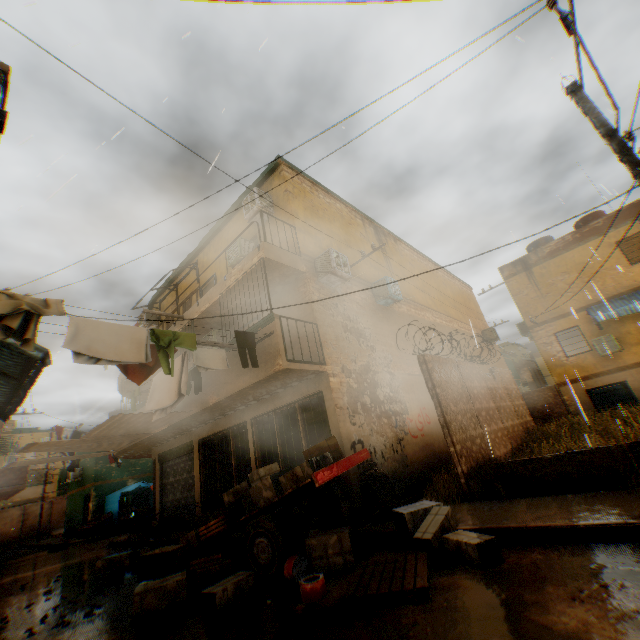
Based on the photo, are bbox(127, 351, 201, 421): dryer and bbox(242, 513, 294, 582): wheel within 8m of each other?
Result: yes

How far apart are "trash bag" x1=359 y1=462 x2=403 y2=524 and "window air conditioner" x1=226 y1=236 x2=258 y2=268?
7.2 meters

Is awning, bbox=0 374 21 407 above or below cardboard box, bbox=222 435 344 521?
above

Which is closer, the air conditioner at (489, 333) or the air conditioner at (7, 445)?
the air conditioner at (7, 445)

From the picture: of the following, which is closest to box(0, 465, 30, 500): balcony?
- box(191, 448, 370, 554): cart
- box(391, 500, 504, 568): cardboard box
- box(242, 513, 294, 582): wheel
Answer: box(191, 448, 370, 554): cart

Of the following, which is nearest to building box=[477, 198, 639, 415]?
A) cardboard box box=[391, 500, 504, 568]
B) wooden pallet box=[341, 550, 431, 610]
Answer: cardboard box box=[391, 500, 504, 568]

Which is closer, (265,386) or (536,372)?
(265,386)

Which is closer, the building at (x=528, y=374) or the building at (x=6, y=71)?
the building at (x=6, y=71)
